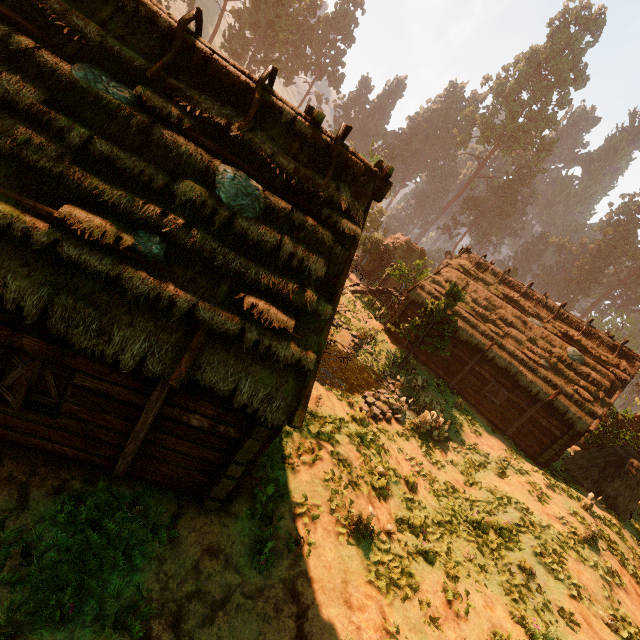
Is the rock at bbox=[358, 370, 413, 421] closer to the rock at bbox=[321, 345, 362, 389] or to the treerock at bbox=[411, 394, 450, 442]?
the rock at bbox=[321, 345, 362, 389]

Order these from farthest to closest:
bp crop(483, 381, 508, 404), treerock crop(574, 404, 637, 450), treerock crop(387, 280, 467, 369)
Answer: treerock crop(574, 404, 637, 450) < bp crop(483, 381, 508, 404) < treerock crop(387, 280, 467, 369)

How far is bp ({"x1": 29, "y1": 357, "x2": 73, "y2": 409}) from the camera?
5.5 meters

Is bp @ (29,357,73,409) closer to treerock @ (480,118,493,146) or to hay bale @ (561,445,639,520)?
treerock @ (480,118,493,146)

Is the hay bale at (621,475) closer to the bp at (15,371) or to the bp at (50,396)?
the bp at (50,396)

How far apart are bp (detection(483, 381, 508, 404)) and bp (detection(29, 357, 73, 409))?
20.40m

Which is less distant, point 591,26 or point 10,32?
point 10,32

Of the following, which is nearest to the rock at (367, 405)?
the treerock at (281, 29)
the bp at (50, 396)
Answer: the treerock at (281, 29)
